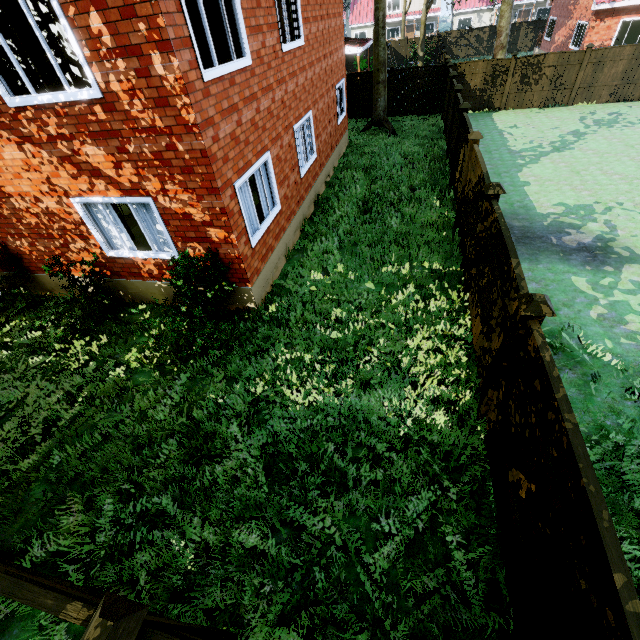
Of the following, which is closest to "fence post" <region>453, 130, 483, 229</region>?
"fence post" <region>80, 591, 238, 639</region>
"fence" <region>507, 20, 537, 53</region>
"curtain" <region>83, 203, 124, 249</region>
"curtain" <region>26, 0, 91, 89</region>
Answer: "fence" <region>507, 20, 537, 53</region>

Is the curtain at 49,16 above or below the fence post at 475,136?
above

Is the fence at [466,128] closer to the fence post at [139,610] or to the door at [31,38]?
the fence post at [139,610]

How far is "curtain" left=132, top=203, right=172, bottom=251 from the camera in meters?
6.6

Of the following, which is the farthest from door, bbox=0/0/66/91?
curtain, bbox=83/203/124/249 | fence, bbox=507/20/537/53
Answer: fence, bbox=507/20/537/53

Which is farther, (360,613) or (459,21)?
(459,21)

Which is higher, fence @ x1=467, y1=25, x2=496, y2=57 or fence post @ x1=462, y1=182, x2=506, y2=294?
fence post @ x1=462, y1=182, x2=506, y2=294

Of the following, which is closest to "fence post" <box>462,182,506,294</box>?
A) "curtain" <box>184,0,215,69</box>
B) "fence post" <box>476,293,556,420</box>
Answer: "fence post" <box>476,293,556,420</box>
